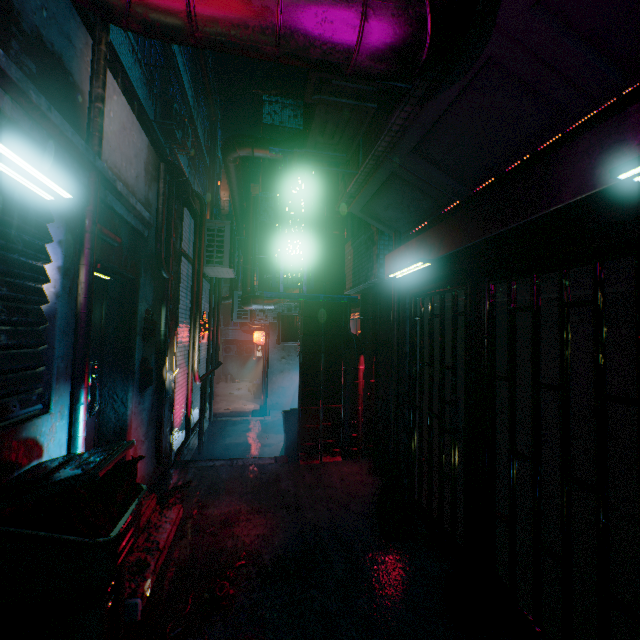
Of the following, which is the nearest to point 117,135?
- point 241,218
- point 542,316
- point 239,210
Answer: point 542,316

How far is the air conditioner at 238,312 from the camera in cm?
950

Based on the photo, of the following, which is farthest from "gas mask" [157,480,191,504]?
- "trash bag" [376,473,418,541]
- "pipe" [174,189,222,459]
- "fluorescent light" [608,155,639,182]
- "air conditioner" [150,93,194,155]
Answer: "air conditioner" [150,93,194,155]

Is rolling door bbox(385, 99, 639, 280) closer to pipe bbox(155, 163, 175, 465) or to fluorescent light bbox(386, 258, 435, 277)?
fluorescent light bbox(386, 258, 435, 277)

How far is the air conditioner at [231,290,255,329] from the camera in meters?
9.5

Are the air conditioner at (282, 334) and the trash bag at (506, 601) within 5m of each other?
no

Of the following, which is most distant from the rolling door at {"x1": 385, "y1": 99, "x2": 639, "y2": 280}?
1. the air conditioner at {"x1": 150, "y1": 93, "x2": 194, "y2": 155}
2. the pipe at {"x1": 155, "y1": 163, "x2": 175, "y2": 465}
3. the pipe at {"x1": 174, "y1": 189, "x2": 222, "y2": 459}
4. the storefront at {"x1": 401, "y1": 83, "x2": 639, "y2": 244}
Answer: the air conditioner at {"x1": 150, "y1": 93, "x2": 194, "y2": 155}

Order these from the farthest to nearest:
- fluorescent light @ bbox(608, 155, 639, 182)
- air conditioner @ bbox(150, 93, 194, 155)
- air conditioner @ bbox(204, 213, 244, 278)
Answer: air conditioner @ bbox(150, 93, 194, 155)
air conditioner @ bbox(204, 213, 244, 278)
fluorescent light @ bbox(608, 155, 639, 182)
